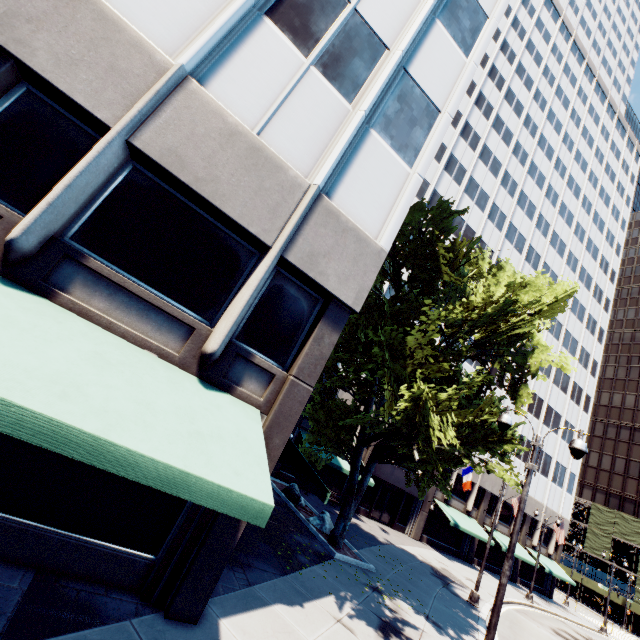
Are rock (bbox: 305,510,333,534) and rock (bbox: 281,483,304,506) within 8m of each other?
yes

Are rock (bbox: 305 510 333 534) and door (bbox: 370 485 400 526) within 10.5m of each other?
no

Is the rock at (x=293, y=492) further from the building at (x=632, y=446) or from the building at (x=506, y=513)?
the building at (x=632, y=446)

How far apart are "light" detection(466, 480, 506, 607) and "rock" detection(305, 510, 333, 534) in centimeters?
852cm

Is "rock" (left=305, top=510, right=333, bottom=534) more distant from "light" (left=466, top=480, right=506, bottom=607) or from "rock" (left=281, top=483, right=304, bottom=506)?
"light" (left=466, top=480, right=506, bottom=607)

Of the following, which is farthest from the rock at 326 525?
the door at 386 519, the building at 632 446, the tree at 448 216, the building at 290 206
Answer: the building at 632 446

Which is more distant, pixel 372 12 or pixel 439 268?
pixel 439 268

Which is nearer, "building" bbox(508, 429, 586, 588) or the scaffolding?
"building" bbox(508, 429, 586, 588)
